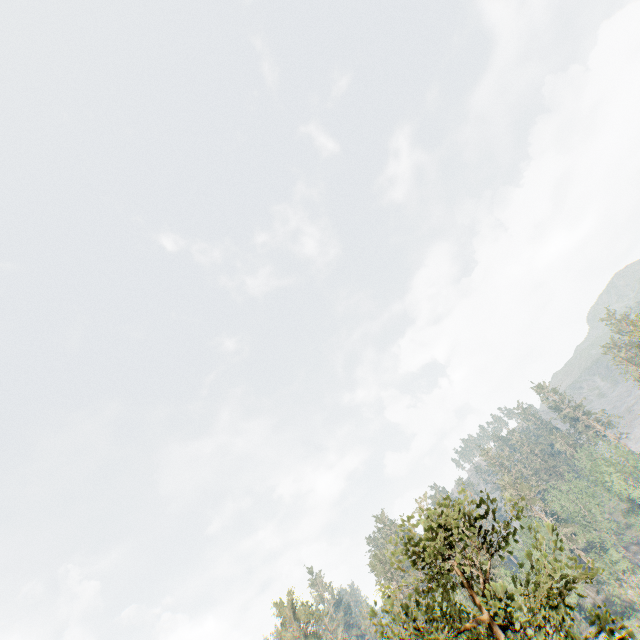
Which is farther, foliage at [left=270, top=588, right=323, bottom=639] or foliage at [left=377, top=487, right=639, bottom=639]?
foliage at [left=270, top=588, right=323, bottom=639]

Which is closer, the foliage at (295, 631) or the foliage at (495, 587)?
the foliage at (495, 587)

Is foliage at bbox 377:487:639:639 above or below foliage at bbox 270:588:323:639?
below

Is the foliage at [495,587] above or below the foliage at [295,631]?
below

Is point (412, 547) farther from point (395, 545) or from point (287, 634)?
point (287, 634)
